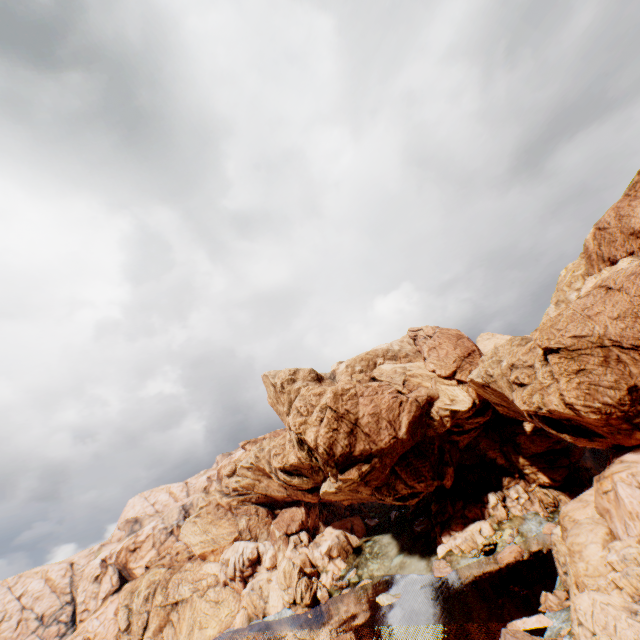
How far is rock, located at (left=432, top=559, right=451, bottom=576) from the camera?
51.85m

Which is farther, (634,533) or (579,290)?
(579,290)

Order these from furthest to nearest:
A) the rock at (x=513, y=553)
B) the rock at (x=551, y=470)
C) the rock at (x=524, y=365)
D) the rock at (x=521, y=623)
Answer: the rock at (x=551, y=470) → the rock at (x=513, y=553) → the rock at (x=521, y=623) → the rock at (x=524, y=365)

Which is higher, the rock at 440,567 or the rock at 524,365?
the rock at 524,365

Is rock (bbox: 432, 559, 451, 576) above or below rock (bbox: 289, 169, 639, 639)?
below

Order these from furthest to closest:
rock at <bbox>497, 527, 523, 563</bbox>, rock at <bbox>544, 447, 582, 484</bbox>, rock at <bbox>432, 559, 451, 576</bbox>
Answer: rock at <bbox>544, 447, 582, 484</bbox> → rock at <bbox>432, 559, 451, 576</bbox> → rock at <bbox>497, 527, 523, 563</bbox>
